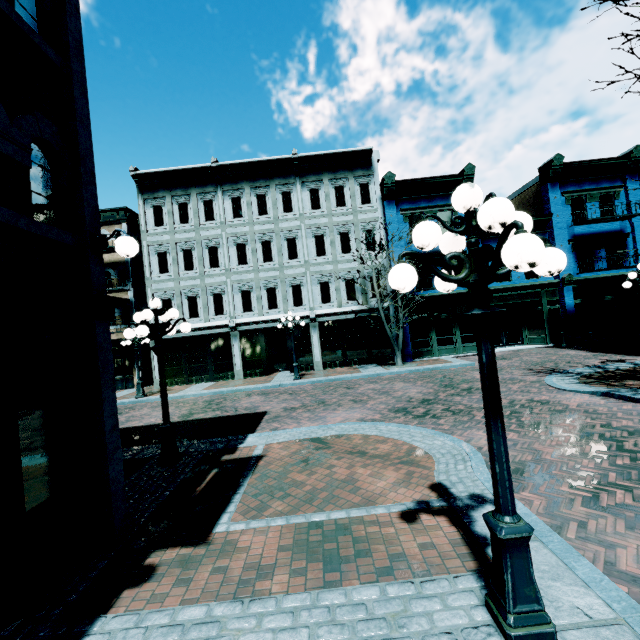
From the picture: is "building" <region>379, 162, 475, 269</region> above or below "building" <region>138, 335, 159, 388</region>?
above

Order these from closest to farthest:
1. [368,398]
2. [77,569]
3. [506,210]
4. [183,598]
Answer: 1. [506,210]
2. [183,598]
3. [77,569]
4. [368,398]

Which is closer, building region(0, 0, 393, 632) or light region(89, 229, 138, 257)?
building region(0, 0, 393, 632)

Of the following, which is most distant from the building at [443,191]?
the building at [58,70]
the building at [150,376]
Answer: the building at [150,376]

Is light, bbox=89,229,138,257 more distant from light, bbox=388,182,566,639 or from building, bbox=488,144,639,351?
building, bbox=488,144,639,351

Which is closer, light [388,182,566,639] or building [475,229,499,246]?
light [388,182,566,639]

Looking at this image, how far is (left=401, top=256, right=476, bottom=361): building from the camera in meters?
19.5

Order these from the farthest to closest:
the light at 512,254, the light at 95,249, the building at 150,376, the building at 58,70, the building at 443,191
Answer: the building at 150,376 → the building at 443,191 → the light at 95,249 → the building at 58,70 → the light at 512,254
